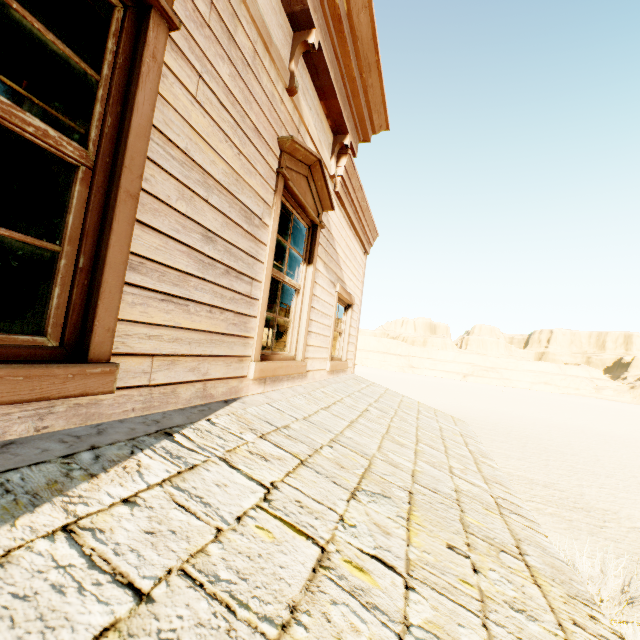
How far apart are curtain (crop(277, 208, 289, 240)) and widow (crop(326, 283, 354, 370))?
1.2 meters

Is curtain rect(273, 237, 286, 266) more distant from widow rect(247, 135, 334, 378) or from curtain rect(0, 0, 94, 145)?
curtain rect(0, 0, 94, 145)

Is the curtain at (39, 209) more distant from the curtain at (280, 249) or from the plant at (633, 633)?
the plant at (633, 633)

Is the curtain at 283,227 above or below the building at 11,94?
below

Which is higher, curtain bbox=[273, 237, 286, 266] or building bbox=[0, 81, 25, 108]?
building bbox=[0, 81, 25, 108]

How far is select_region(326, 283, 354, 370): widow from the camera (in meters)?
4.94

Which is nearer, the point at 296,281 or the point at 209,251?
the point at 209,251

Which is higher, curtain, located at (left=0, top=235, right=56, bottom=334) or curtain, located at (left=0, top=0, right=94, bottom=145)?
curtain, located at (left=0, top=0, right=94, bottom=145)
